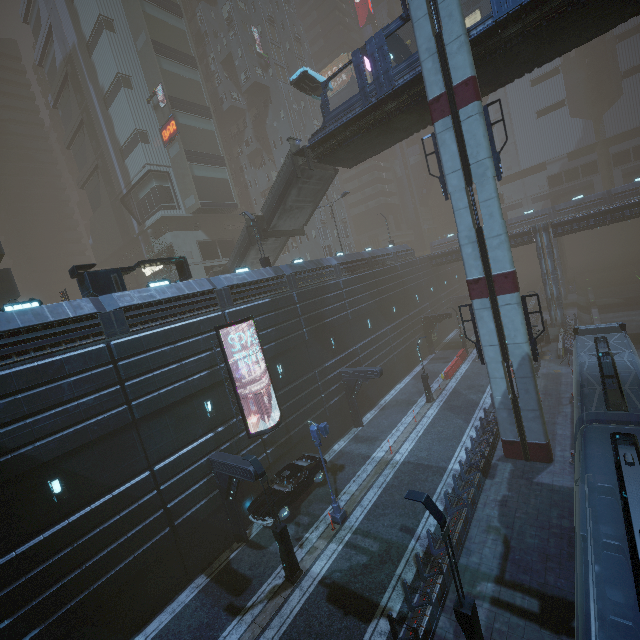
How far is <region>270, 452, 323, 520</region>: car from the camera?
16.9m

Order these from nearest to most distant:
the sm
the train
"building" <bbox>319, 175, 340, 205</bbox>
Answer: the train, the sm, "building" <bbox>319, 175, 340, 205</bbox>

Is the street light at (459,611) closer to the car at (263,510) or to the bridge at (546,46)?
the car at (263,510)

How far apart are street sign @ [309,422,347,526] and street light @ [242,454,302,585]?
2.8 meters

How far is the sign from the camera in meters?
35.6

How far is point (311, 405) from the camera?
22.7m

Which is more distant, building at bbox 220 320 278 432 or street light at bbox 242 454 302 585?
building at bbox 220 320 278 432

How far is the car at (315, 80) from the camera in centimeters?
2403cm
